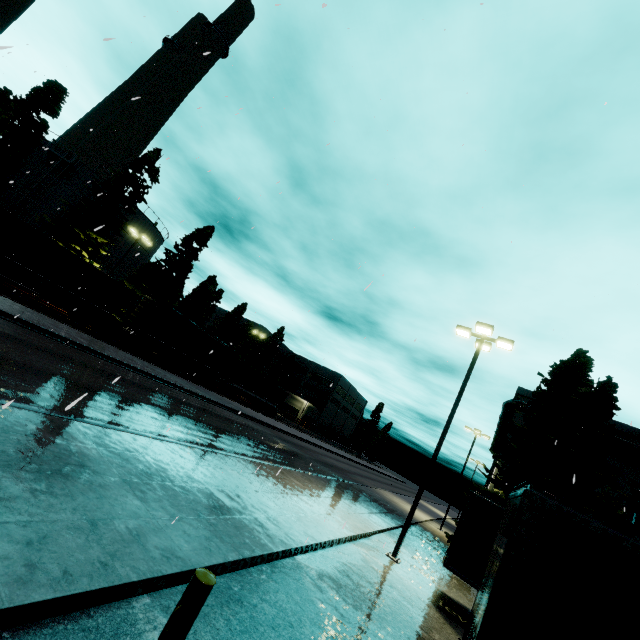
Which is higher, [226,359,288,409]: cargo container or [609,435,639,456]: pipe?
[609,435,639,456]: pipe

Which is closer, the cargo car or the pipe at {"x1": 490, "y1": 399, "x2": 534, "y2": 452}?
the cargo car

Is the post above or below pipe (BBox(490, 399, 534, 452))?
below

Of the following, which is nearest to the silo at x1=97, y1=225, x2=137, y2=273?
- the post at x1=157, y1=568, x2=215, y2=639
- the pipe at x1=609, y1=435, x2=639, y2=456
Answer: the post at x1=157, y1=568, x2=215, y2=639

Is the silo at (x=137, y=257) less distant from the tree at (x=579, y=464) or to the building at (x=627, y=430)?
the building at (x=627, y=430)

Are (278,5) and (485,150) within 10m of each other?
yes

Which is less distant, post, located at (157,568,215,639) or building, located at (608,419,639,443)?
post, located at (157,568,215,639)

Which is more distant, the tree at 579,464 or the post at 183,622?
the tree at 579,464
